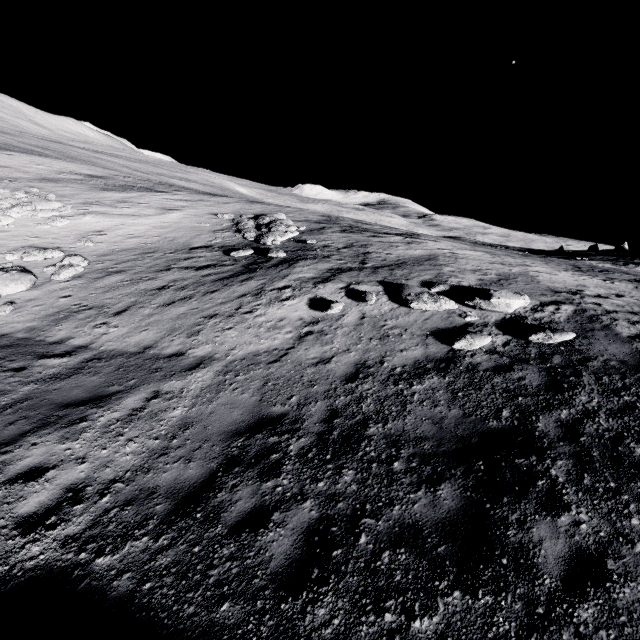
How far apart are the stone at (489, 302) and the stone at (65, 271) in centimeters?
1583cm

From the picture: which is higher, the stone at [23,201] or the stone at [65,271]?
the stone at [23,201]

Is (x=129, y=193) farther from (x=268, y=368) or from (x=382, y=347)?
(x=382, y=347)

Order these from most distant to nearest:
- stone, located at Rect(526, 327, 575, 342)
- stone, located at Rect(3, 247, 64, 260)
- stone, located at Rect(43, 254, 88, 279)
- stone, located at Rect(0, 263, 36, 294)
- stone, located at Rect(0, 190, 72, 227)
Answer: stone, located at Rect(0, 190, 72, 227) < stone, located at Rect(3, 247, 64, 260) < stone, located at Rect(43, 254, 88, 279) < stone, located at Rect(0, 263, 36, 294) < stone, located at Rect(526, 327, 575, 342)

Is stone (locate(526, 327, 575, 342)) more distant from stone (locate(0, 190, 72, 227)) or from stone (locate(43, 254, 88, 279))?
stone (locate(0, 190, 72, 227))

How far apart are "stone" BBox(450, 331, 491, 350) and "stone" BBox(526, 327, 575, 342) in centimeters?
94cm

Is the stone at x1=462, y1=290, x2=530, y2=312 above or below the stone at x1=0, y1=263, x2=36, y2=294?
above

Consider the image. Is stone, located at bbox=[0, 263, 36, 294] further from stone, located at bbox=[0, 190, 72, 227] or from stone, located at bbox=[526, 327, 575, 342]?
stone, located at bbox=[526, 327, 575, 342]
